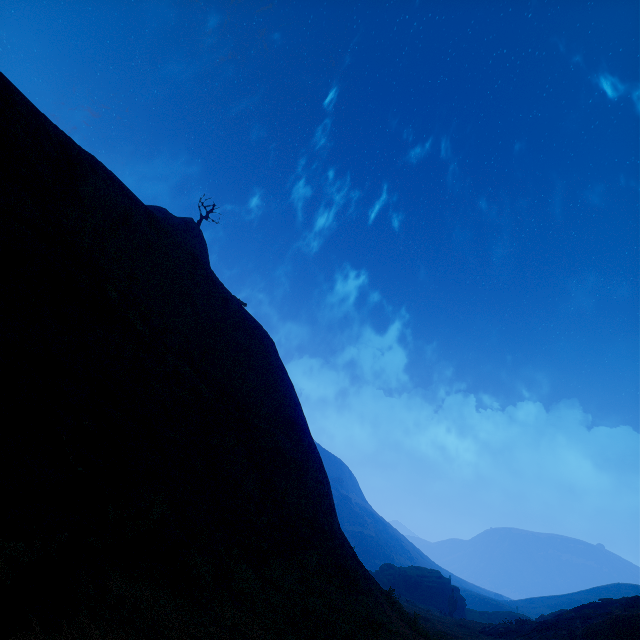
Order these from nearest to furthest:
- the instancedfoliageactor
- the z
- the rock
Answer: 1. the z
2. the instancedfoliageactor
3. the rock

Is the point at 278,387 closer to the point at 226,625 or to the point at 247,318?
the point at 247,318

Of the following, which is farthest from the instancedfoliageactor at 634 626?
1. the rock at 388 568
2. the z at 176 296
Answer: the rock at 388 568

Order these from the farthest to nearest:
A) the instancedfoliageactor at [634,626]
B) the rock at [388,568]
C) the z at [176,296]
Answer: the rock at [388,568]
the instancedfoliageactor at [634,626]
the z at [176,296]

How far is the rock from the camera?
51.1 meters

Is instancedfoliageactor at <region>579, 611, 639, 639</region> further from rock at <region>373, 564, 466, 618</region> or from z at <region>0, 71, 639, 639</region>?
rock at <region>373, 564, 466, 618</region>

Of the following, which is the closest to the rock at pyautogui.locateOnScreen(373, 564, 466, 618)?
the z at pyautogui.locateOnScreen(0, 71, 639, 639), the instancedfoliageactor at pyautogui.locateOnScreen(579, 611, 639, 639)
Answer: the z at pyautogui.locateOnScreen(0, 71, 639, 639)
